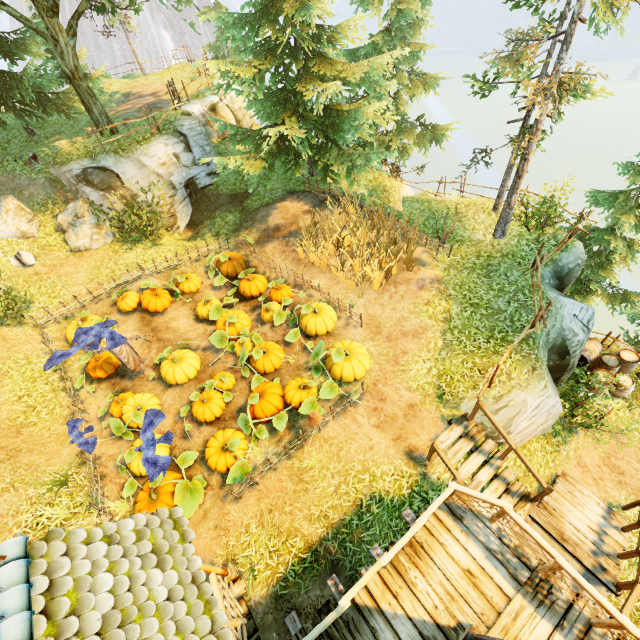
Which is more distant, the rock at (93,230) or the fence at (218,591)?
the rock at (93,230)

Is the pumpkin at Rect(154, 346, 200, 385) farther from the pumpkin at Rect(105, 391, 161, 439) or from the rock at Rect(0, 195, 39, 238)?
the rock at Rect(0, 195, 39, 238)

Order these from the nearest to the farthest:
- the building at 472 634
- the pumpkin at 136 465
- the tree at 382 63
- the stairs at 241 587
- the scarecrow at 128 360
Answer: the building at 472 634
the stairs at 241 587
the pumpkin at 136 465
the scarecrow at 128 360
the tree at 382 63

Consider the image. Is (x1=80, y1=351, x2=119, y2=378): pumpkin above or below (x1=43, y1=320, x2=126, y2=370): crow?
below

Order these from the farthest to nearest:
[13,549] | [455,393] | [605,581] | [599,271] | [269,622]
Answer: [599,271] < [455,393] < [605,581] < [269,622] < [13,549]

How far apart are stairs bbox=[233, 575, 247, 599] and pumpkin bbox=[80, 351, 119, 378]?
7.2m

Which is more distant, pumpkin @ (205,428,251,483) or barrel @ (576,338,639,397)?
barrel @ (576,338,639,397)

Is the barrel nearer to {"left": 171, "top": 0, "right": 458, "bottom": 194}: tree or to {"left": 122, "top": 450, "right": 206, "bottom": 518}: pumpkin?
{"left": 171, "top": 0, "right": 458, "bottom": 194}: tree
